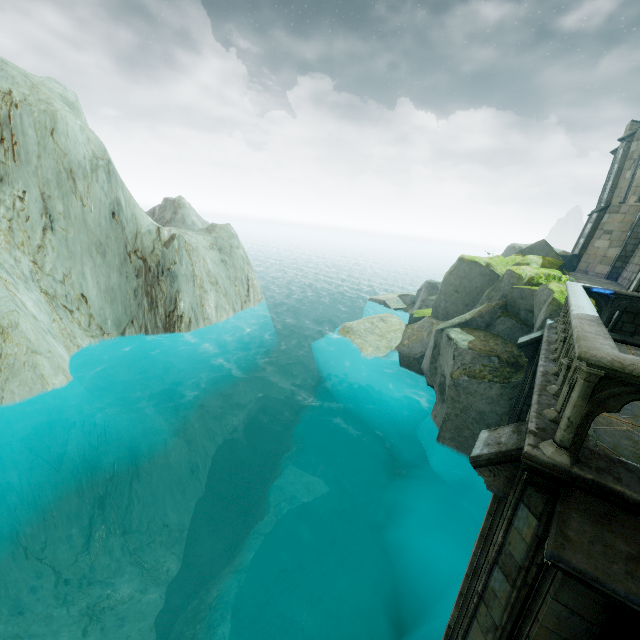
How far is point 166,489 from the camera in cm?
1675

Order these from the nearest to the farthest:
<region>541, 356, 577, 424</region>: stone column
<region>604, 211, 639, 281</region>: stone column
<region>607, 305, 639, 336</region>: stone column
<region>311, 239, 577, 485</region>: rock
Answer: <region>541, 356, 577, 424</region>: stone column
<region>607, 305, 639, 336</region>: stone column
<region>311, 239, 577, 485</region>: rock
<region>604, 211, 639, 281</region>: stone column

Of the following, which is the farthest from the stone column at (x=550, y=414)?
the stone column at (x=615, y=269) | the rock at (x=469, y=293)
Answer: the stone column at (x=615, y=269)

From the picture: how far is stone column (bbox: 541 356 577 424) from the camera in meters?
4.2 m

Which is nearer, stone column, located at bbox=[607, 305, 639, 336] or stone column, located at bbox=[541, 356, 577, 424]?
stone column, located at bbox=[541, 356, 577, 424]

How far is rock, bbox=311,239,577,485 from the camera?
11.8m

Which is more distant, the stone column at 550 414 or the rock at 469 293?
the rock at 469 293

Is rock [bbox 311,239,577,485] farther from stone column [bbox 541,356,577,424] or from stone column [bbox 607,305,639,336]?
stone column [bbox 541,356,577,424]
